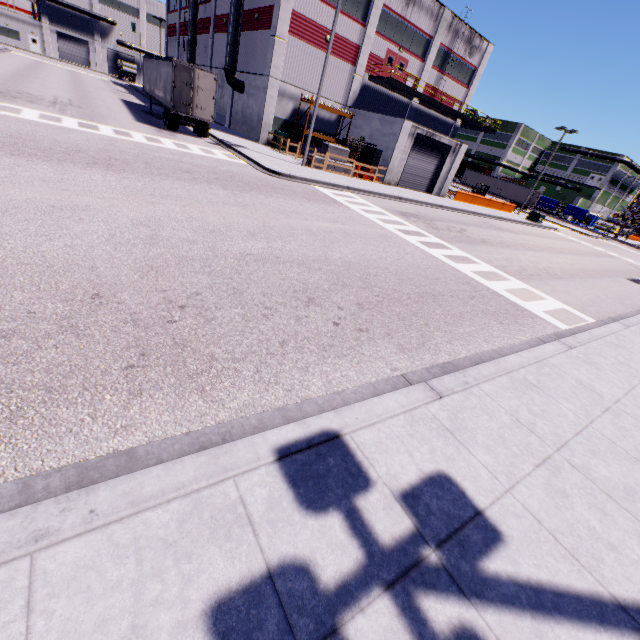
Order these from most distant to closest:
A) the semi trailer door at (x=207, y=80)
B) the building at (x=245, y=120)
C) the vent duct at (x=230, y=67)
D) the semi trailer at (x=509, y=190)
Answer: the semi trailer at (x=509, y=190), the vent duct at (x=230, y=67), the building at (x=245, y=120), the semi trailer door at (x=207, y=80)

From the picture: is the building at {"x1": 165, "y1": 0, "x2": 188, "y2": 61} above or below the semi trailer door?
above

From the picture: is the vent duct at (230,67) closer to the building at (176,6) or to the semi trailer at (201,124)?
the building at (176,6)

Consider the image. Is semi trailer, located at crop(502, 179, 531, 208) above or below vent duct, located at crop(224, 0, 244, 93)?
below

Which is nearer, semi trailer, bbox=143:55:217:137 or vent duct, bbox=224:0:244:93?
semi trailer, bbox=143:55:217:137

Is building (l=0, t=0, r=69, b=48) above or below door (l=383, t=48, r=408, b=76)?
below

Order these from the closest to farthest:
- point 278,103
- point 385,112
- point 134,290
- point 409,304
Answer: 1. point 134,290
2. point 409,304
3. point 278,103
4. point 385,112

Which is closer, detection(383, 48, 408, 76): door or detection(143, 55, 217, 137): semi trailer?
detection(143, 55, 217, 137): semi trailer
